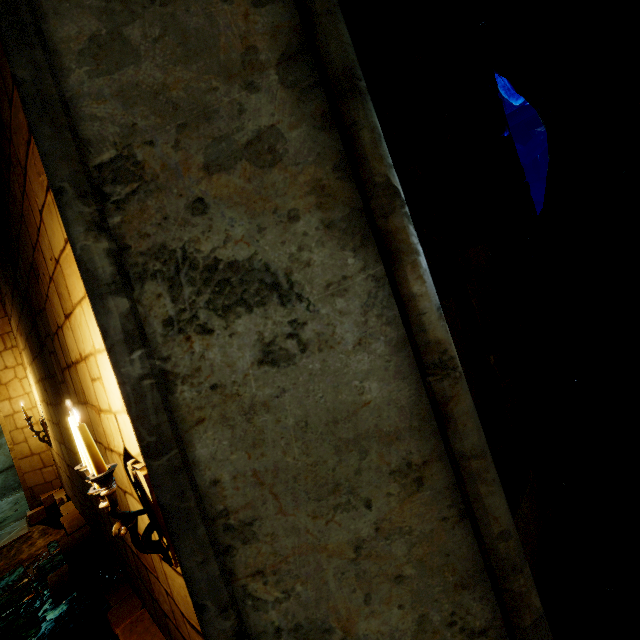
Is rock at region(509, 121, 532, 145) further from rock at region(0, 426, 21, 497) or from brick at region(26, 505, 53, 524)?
brick at region(26, 505, 53, 524)

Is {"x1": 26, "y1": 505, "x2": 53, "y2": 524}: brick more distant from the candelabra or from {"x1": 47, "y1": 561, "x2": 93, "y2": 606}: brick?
the candelabra

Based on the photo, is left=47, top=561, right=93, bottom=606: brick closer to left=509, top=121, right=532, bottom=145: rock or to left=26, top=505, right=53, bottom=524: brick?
left=26, top=505, right=53, bottom=524: brick

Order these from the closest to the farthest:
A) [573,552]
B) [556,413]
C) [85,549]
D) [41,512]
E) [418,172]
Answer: [418,172] → [573,552] → [556,413] → [85,549] → [41,512]

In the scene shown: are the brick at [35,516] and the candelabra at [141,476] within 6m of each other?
no

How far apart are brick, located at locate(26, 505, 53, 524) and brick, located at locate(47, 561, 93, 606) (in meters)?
3.22

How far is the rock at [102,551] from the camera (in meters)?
3.51

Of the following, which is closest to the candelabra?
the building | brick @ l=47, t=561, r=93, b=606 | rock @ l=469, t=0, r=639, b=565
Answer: the building
